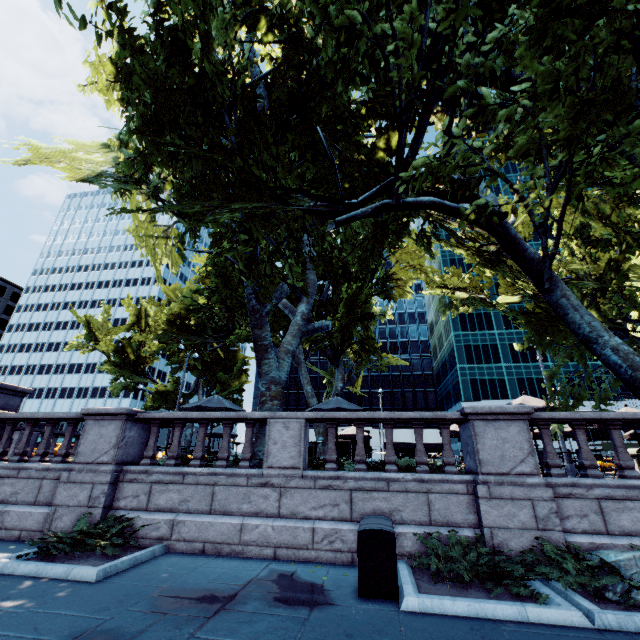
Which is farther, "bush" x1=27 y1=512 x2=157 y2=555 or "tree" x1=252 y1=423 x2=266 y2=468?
"tree" x1=252 y1=423 x2=266 y2=468

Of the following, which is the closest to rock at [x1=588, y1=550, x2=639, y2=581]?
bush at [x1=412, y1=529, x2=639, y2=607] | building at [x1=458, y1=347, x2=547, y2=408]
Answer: bush at [x1=412, y1=529, x2=639, y2=607]

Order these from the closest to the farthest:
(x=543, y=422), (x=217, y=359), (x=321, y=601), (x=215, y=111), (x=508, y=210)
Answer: (x=321, y=601), (x=543, y=422), (x=215, y=111), (x=508, y=210), (x=217, y=359)

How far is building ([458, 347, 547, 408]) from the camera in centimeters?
5706cm

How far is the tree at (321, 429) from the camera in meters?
18.1

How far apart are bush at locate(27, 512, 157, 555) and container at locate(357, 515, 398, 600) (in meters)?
4.65

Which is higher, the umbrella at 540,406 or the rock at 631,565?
the umbrella at 540,406

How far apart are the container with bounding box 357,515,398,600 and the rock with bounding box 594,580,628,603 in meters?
3.0 m
